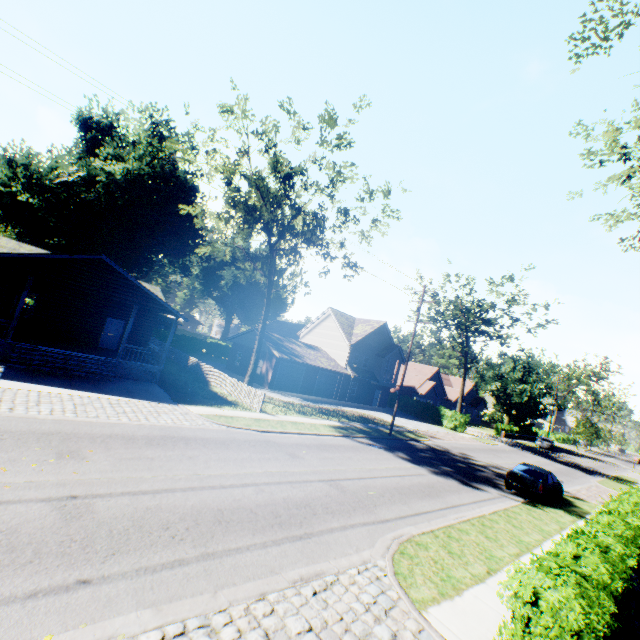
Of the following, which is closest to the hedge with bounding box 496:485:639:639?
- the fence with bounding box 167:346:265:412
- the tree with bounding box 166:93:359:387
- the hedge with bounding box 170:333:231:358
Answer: the fence with bounding box 167:346:265:412

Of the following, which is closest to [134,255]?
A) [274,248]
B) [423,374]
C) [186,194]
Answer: [186,194]

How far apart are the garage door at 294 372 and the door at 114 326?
14.42m

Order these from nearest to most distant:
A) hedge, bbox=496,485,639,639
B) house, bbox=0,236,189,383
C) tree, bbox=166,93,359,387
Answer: hedge, bbox=496,485,639,639
house, bbox=0,236,189,383
tree, bbox=166,93,359,387

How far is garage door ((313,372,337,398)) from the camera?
36.59m

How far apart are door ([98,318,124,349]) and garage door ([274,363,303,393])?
14.4m

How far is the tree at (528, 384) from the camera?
52.2m

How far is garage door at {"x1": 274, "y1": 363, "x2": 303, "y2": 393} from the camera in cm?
3306
